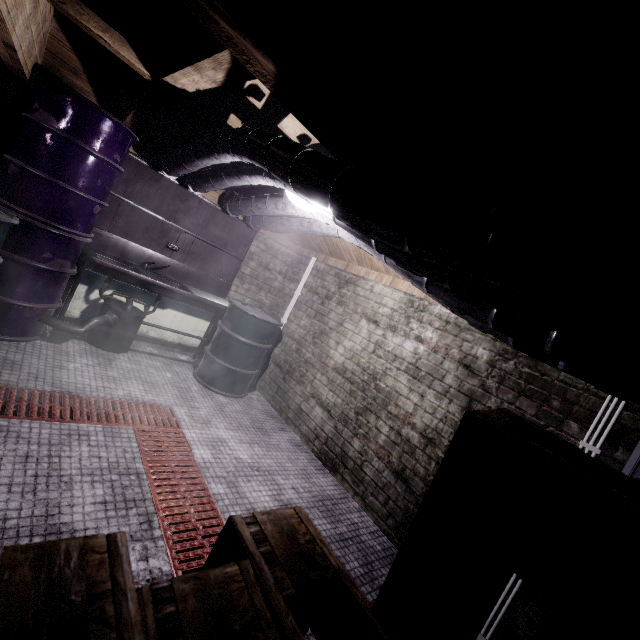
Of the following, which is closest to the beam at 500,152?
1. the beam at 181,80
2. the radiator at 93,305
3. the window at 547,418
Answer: the window at 547,418

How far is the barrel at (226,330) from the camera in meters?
3.7 m

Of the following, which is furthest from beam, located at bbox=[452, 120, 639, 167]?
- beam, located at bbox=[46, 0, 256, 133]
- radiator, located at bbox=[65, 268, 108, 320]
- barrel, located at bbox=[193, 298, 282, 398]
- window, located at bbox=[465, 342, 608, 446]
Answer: radiator, located at bbox=[65, 268, 108, 320]

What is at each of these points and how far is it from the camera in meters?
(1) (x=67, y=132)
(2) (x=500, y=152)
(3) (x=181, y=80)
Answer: (1) barrel, 2.5
(2) beam, 1.2
(3) beam, 1.8

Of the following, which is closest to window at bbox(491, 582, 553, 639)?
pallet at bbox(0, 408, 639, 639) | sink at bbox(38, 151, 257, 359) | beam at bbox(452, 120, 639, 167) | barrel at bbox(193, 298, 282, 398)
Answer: beam at bbox(452, 120, 639, 167)

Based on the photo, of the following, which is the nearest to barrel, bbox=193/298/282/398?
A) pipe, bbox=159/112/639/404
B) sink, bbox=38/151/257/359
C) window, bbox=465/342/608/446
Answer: sink, bbox=38/151/257/359

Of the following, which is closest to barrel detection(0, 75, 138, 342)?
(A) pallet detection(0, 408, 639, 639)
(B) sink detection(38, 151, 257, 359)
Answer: (B) sink detection(38, 151, 257, 359)

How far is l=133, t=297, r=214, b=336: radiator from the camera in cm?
397
